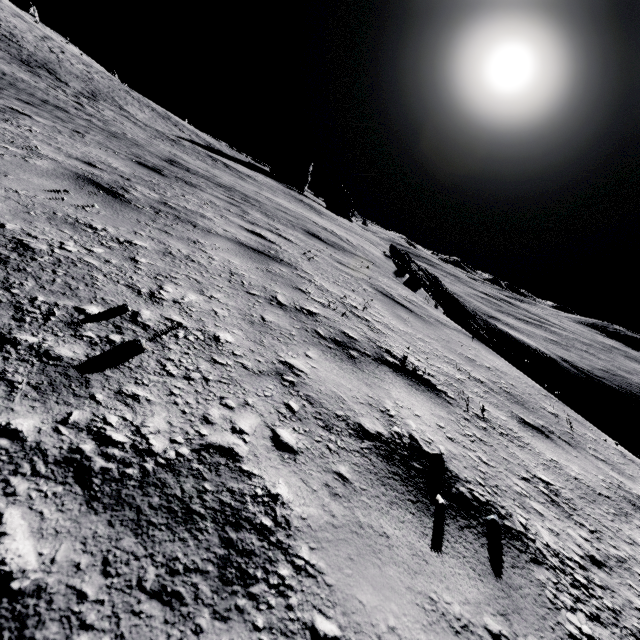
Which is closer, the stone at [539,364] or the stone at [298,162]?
the stone at [539,364]

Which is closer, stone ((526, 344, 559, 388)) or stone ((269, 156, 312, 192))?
stone ((526, 344, 559, 388))

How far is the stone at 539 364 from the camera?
50.66m

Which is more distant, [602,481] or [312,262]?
[312,262]

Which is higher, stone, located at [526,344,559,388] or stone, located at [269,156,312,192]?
stone, located at [269,156,312,192]

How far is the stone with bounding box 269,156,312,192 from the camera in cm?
5778

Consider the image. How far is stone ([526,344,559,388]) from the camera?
50.7 meters
